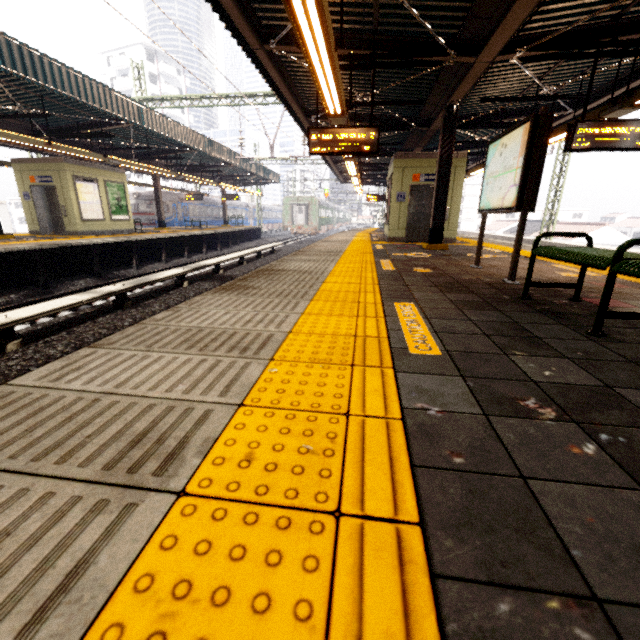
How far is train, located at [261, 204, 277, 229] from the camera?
51.8m

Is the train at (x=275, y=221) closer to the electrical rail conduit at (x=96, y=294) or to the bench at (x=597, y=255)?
the electrical rail conduit at (x=96, y=294)

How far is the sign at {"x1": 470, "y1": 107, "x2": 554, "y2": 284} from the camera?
3.9 meters

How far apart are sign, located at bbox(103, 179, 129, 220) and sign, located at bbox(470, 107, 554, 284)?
15.9 meters

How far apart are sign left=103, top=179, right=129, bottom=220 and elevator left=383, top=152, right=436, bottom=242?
12.6 meters

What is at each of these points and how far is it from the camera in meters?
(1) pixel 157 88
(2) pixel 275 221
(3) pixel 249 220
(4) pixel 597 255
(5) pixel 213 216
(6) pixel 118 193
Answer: (1) building, 54.1 m
(2) train, 58.5 m
(3) train, 45.5 m
(4) bench, 2.5 m
(5) train, 34.7 m
(6) sign, 15.4 m

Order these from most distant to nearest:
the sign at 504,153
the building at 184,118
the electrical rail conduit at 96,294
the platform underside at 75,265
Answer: the building at 184,118 < the platform underside at 75,265 < the electrical rail conduit at 96,294 < the sign at 504,153

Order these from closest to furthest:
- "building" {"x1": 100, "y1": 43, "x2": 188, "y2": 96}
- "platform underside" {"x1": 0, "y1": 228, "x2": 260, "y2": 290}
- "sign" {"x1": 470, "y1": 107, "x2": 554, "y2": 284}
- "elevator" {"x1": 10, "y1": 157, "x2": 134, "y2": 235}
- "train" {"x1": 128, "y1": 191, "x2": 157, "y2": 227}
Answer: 1. "sign" {"x1": 470, "y1": 107, "x2": 554, "y2": 284}
2. "platform underside" {"x1": 0, "y1": 228, "x2": 260, "y2": 290}
3. "elevator" {"x1": 10, "y1": 157, "x2": 134, "y2": 235}
4. "train" {"x1": 128, "y1": 191, "x2": 157, "y2": 227}
5. "building" {"x1": 100, "y1": 43, "x2": 188, "y2": 96}
